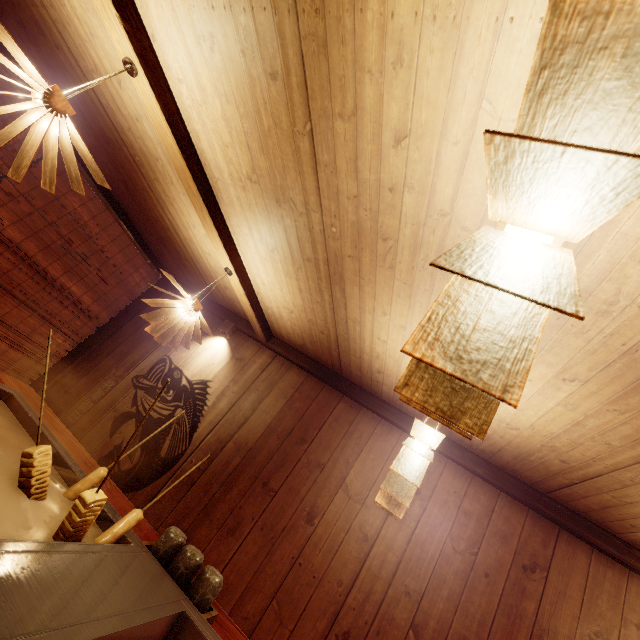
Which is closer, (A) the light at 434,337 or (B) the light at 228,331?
(A) the light at 434,337

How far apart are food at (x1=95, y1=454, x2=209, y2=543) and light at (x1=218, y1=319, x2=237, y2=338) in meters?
3.8 m

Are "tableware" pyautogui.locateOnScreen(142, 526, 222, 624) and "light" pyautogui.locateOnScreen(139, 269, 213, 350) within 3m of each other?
yes

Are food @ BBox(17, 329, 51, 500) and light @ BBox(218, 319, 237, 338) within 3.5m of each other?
no

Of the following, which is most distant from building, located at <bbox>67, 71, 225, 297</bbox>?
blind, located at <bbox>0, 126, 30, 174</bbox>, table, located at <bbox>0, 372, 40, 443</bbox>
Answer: table, located at <bbox>0, 372, 40, 443</bbox>

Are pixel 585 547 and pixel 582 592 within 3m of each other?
yes

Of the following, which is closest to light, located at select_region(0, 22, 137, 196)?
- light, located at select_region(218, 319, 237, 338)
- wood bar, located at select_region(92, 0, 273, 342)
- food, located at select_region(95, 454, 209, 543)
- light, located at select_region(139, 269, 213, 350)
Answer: wood bar, located at select_region(92, 0, 273, 342)

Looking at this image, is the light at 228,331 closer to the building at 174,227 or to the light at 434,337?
the building at 174,227
